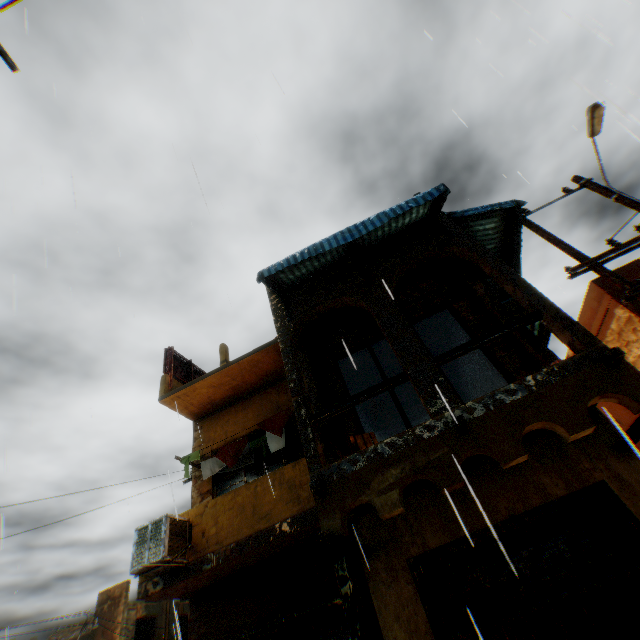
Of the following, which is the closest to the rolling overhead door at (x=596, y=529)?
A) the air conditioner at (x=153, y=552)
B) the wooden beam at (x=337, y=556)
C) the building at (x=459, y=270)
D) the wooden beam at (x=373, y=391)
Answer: the building at (x=459, y=270)

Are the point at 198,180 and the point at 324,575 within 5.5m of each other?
no

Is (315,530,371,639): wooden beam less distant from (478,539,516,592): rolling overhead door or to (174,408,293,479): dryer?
(478,539,516,592): rolling overhead door

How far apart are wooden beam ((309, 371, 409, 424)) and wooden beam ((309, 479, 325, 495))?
1.07m

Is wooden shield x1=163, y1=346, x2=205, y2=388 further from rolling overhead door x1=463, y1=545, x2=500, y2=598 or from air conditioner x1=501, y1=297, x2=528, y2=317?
air conditioner x1=501, y1=297, x2=528, y2=317

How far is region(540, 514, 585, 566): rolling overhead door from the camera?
4.8 meters

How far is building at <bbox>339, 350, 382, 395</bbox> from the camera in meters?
11.1 m

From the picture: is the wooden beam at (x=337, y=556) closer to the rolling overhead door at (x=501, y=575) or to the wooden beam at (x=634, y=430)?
the rolling overhead door at (x=501, y=575)
